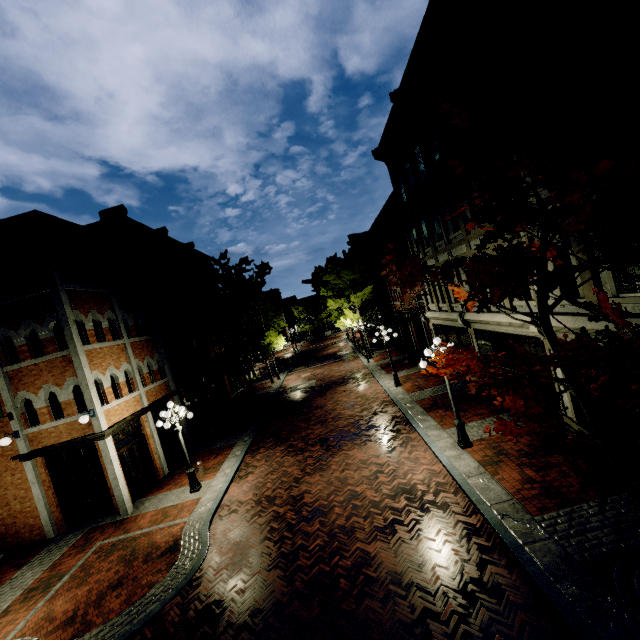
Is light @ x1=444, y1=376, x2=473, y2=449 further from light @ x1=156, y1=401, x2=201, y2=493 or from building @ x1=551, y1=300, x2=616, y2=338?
building @ x1=551, y1=300, x2=616, y2=338

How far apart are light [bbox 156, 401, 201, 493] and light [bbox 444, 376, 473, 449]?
9.22m

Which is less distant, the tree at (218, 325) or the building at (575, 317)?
the building at (575, 317)

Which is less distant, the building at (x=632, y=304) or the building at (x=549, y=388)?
the building at (x=632, y=304)

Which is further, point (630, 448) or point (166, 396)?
point (166, 396)

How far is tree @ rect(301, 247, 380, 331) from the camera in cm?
2850

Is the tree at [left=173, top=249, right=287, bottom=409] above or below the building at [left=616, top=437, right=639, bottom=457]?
above
